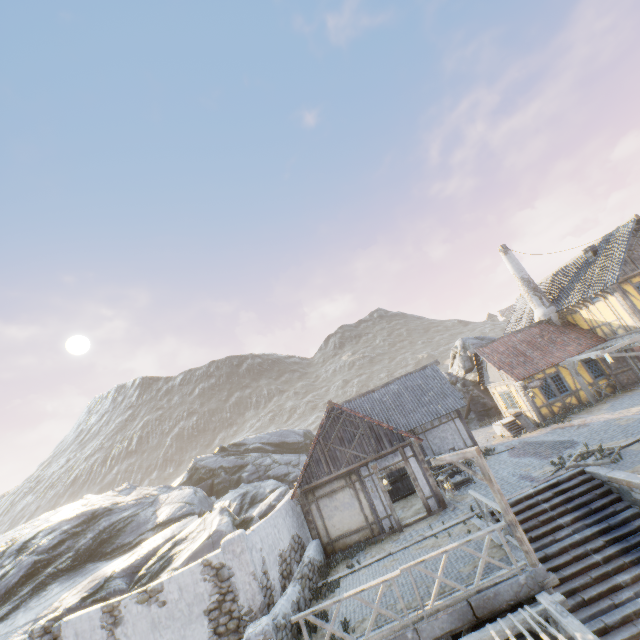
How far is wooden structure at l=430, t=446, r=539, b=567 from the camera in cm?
812

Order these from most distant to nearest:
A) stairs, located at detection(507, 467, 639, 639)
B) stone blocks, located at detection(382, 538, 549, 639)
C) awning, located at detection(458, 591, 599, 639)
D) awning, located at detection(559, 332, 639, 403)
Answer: awning, located at detection(559, 332, 639, 403)
stairs, located at detection(507, 467, 639, 639)
stone blocks, located at detection(382, 538, 549, 639)
awning, located at detection(458, 591, 599, 639)

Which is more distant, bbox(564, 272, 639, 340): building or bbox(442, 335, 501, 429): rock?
bbox(442, 335, 501, 429): rock

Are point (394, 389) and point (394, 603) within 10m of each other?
no

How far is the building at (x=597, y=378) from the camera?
20.0 meters

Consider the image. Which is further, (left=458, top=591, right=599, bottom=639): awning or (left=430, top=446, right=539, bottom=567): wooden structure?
(left=430, top=446, right=539, bottom=567): wooden structure

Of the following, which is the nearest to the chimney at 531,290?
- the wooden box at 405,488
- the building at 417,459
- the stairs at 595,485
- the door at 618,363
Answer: the door at 618,363

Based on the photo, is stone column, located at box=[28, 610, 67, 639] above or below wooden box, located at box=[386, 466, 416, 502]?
above
